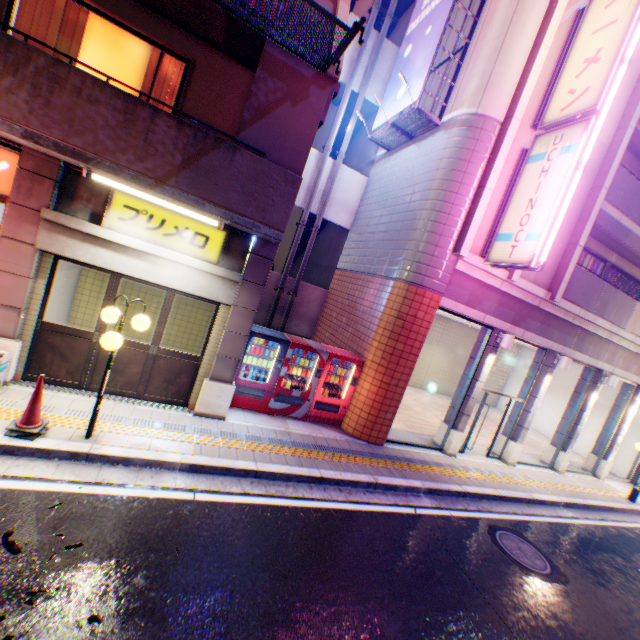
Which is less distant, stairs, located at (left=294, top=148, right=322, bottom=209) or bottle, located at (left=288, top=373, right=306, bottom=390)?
bottle, located at (left=288, top=373, right=306, bottom=390)

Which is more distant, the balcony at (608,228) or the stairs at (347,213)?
the stairs at (347,213)

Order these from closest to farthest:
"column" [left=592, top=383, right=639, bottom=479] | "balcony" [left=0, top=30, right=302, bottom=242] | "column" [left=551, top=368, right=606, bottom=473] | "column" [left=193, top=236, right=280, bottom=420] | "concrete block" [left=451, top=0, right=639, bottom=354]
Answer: "balcony" [left=0, top=30, right=302, bottom=242] < "column" [left=193, top=236, right=280, bottom=420] < "concrete block" [left=451, top=0, right=639, bottom=354] < "column" [left=551, top=368, right=606, bottom=473] < "column" [left=592, top=383, right=639, bottom=479]

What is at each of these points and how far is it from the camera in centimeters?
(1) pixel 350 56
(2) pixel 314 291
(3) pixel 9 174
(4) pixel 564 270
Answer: (1) stairs, 1130cm
(2) stairs, 1273cm
(3) sign, 536cm
(4) concrete block, 961cm

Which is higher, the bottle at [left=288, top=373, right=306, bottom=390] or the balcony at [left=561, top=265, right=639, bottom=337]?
the balcony at [left=561, top=265, right=639, bottom=337]

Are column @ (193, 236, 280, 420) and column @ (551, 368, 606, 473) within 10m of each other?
no

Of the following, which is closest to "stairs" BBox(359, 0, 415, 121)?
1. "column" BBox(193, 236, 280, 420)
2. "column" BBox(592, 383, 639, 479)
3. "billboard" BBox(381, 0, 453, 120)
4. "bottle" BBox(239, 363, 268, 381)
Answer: "billboard" BBox(381, 0, 453, 120)

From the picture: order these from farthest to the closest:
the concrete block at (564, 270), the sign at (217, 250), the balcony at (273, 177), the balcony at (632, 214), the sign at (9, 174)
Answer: the balcony at (632, 214), the concrete block at (564, 270), the sign at (217, 250), the sign at (9, 174), the balcony at (273, 177)
